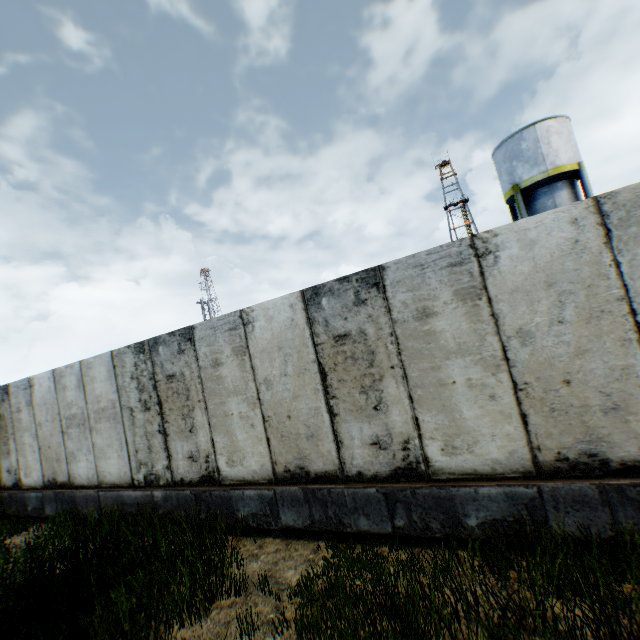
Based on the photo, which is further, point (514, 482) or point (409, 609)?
point (514, 482)

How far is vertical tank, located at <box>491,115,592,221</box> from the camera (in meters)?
A: 17.77

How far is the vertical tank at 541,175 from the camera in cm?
1777
